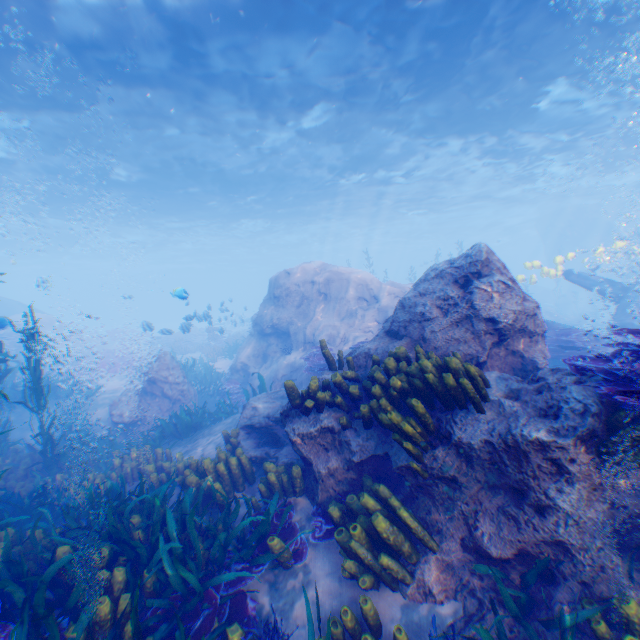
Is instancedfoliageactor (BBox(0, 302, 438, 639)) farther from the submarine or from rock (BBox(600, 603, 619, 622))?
the submarine

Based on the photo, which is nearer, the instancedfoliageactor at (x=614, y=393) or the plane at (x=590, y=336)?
the instancedfoliageactor at (x=614, y=393)

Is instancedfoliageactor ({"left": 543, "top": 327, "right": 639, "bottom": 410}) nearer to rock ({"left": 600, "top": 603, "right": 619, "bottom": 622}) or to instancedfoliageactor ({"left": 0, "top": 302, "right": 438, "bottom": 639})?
rock ({"left": 600, "top": 603, "right": 619, "bottom": 622})

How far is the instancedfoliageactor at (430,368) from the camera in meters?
3.8

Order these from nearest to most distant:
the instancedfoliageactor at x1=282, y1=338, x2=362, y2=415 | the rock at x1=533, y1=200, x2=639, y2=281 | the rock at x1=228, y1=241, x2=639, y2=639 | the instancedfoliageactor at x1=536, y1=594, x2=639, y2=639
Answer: the instancedfoliageactor at x1=536, y1=594, x2=639, y2=639
the rock at x1=228, y1=241, x2=639, y2=639
the instancedfoliageactor at x1=282, y1=338, x2=362, y2=415
the rock at x1=533, y1=200, x2=639, y2=281

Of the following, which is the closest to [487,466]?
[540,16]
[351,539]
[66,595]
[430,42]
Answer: [351,539]

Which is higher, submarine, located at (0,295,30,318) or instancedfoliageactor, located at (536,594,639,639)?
submarine, located at (0,295,30,318)

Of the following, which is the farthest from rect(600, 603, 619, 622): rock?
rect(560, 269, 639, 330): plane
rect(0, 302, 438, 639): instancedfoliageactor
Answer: rect(0, 302, 438, 639): instancedfoliageactor
